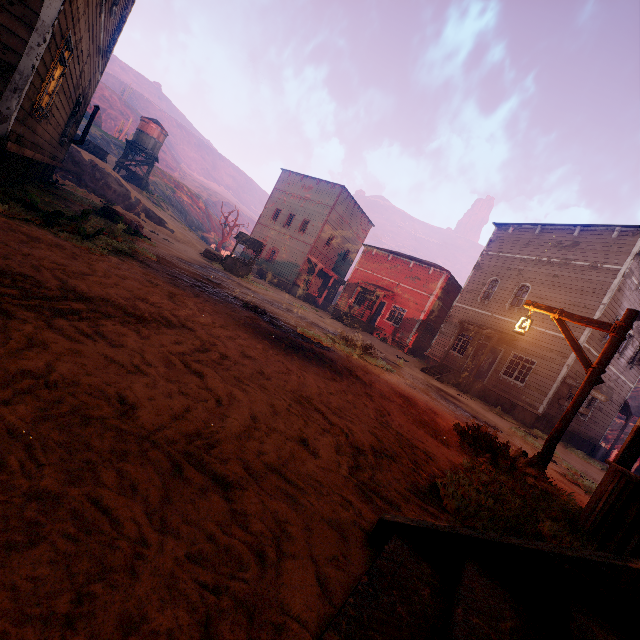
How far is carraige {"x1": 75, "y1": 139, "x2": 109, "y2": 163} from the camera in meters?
27.7 m

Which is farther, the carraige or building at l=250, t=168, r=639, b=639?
the carraige

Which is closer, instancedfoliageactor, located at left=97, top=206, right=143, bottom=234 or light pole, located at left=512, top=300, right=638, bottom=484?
light pole, located at left=512, top=300, right=638, bottom=484

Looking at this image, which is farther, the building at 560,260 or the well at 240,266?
the well at 240,266

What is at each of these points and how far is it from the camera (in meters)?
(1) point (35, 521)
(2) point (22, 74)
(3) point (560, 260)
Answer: (1) z, 1.12
(2) building, 4.88
(3) building, 17.83

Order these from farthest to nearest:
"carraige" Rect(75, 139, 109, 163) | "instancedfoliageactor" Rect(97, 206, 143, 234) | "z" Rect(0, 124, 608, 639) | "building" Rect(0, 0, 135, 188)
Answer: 1. "carraige" Rect(75, 139, 109, 163)
2. "instancedfoliageactor" Rect(97, 206, 143, 234)
3. "building" Rect(0, 0, 135, 188)
4. "z" Rect(0, 124, 608, 639)

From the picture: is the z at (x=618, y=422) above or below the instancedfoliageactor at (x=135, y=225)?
above

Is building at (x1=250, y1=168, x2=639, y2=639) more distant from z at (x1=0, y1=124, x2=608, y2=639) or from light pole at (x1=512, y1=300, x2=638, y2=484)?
light pole at (x1=512, y1=300, x2=638, y2=484)
